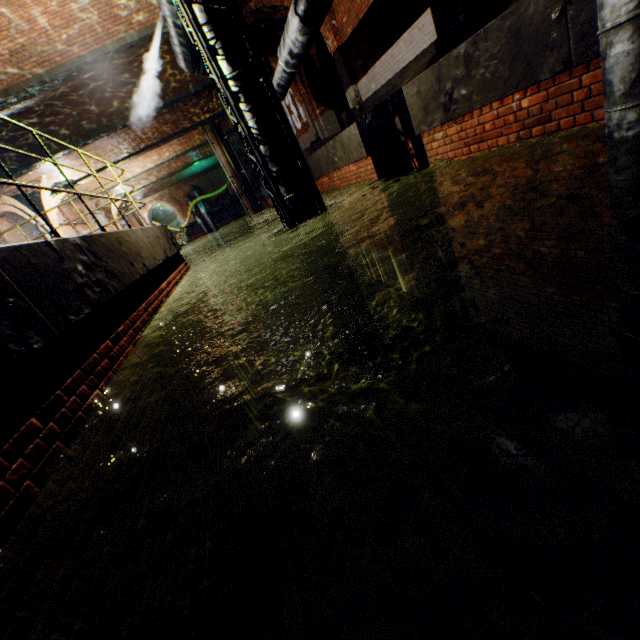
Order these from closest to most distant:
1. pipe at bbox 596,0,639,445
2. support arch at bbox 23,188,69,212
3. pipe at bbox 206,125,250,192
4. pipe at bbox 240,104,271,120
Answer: pipe at bbox 596,0,639,445 → pipe at bbox 240,104,271,120 → support arch at bbox 23,188,69,212 → pipe at bbox 206,125,250,192

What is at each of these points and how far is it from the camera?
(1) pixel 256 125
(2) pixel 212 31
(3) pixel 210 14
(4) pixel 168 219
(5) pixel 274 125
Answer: (1) pipe, 5.43m
(2) pipe, 4.91m
(3) pipe, 4.82m
(4) building tunnel, 44.84m
(5) pipe, 5.51m

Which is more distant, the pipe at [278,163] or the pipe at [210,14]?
the pipe at [278,163]

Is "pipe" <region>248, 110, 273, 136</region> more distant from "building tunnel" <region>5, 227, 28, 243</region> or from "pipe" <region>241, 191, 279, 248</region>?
"building tunnel" <region>5, 227, 28, 243</region>

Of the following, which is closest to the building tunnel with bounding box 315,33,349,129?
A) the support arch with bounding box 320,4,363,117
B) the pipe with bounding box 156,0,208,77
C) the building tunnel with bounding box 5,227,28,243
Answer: the pipe with bounding box 156,0,208,77

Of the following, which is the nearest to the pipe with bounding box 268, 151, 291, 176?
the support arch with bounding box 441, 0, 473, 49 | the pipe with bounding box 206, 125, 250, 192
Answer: the support arch with bounding box 441, 0, 473, 49

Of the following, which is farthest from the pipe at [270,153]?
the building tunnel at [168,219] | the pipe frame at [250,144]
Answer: the building tunnel at [168,219]

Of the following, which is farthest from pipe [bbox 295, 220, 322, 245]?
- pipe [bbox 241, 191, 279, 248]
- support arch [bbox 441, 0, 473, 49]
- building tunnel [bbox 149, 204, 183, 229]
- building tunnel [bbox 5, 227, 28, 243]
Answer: building tunnel [bbox 149, 204, 183, 229]
